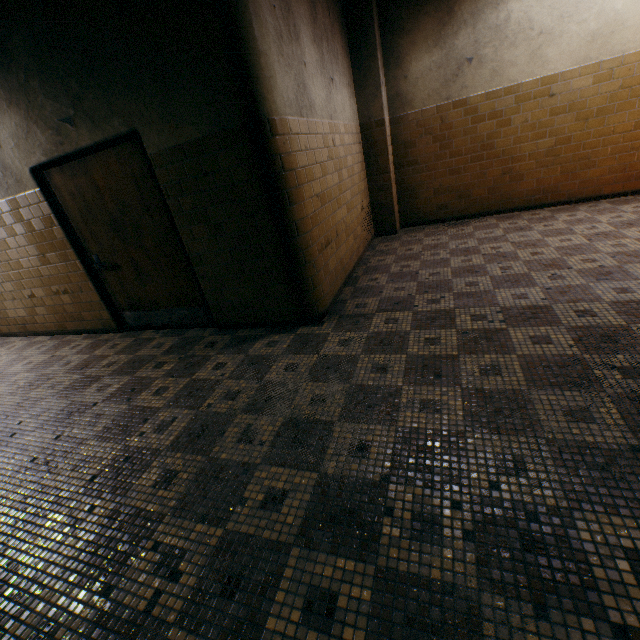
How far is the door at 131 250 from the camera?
3.40m

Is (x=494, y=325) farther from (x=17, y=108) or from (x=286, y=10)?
(x=17, y=108)

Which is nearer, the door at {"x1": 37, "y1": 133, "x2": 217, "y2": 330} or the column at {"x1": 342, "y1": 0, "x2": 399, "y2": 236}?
the door at {"x1": 37, "y1": 133, "x2": 217, "y2": 330}

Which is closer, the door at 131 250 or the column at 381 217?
the door at 131 250

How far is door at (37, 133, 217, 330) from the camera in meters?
3.4
